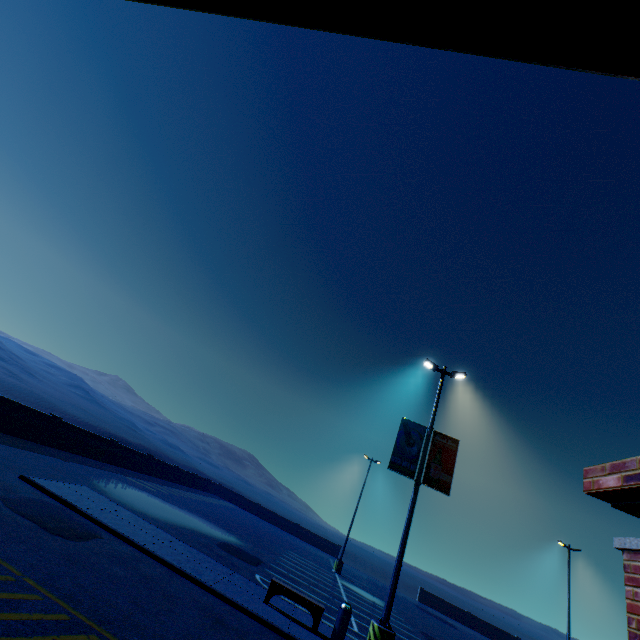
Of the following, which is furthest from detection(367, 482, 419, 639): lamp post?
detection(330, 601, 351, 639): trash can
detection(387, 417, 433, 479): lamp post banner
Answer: detection(330, 601, 351, 639): trash can

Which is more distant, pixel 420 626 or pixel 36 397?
pixel 36 397

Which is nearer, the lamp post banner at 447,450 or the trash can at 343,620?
the trash can at 343,620

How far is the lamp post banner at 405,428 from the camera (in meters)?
11.80

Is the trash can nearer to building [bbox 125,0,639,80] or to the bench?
the bench

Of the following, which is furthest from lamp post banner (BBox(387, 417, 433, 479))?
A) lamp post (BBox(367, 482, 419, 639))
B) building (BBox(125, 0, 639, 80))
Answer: building (BBox(125, 0, 639, 80))

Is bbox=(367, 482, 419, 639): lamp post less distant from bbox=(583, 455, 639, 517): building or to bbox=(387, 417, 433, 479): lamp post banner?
bbox=(387, 417, 433, 479): lamp post banner

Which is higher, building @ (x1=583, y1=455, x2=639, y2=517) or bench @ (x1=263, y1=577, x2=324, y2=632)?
building @ (x1=583, y1=455, x2=639, y2=517)
